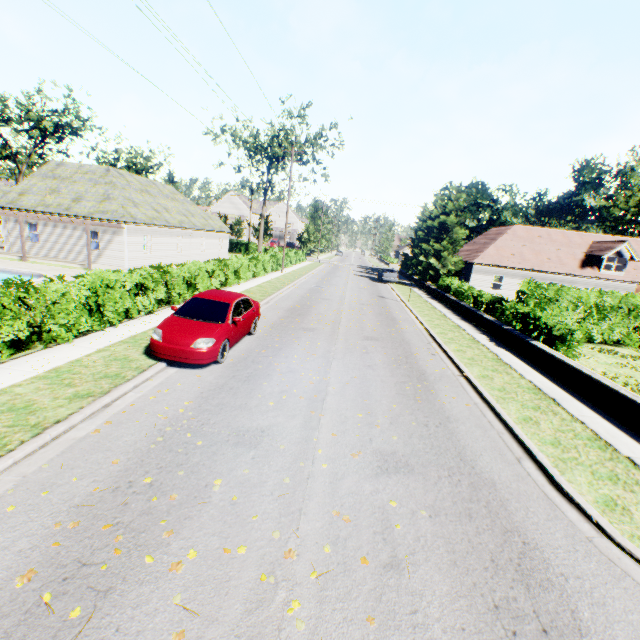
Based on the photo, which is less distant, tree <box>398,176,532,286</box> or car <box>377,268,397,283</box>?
tree <box>398,176,532,286</box>

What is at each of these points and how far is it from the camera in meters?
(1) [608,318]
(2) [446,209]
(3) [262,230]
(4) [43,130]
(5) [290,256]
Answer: (1) hedge, 17.2
(2) tree, 31.7
(3) tree, 49.5
(4) tree, 50.6
(5) hedge, 39.8

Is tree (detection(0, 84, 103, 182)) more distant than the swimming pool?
Yes

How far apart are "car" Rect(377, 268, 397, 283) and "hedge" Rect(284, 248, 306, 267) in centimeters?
1079cm

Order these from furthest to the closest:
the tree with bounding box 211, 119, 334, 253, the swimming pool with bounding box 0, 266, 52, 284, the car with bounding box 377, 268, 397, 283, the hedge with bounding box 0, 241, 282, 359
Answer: the tree with bounding box 211, 119, 334, 253 → the car with bounding box 377, 268, 397, 283 → the swimming pool with bounding box 0, 266, 52, 284 → the hedge with bounding box 0, 241, 282, 359

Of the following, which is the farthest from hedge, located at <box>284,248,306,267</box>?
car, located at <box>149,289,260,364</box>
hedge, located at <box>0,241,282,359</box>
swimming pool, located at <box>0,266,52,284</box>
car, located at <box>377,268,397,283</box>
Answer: car, located at <box>149,289,260,364</box>

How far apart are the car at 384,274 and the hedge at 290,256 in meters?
10.8 m

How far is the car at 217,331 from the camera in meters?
8.4 m
